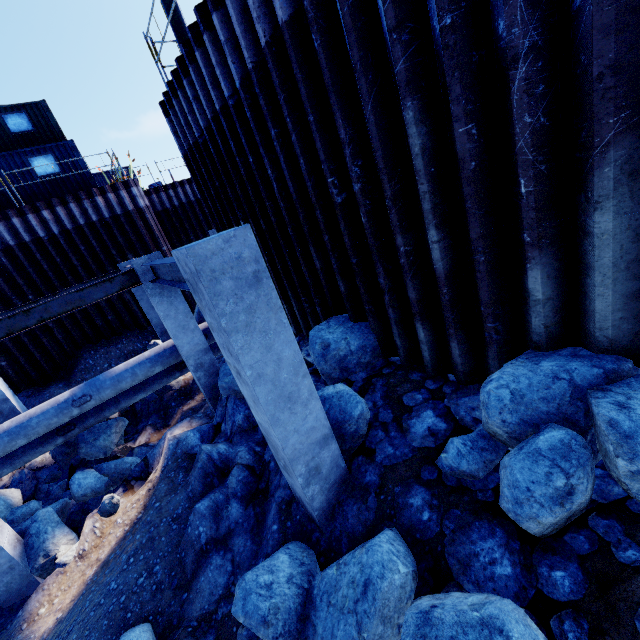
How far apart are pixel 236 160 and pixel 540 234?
5.76m

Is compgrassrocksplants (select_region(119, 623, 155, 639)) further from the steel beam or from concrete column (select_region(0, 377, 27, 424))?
concrete column (select_region(0, 377, 27, 424))

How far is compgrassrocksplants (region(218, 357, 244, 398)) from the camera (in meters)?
→ 6.87

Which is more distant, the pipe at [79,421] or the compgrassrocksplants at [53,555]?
the pipe at [79,421]

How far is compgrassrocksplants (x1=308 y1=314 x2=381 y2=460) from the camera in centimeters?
418cm

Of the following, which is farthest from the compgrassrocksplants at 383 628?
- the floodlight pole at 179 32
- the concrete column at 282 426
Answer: the floodlight pole at 179 32

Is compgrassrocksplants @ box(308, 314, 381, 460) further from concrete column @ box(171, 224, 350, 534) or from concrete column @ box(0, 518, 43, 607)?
concrete column @ box(0, 518, 43, 607)

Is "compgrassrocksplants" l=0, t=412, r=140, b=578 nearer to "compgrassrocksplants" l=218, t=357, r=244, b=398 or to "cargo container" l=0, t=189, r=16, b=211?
"compgrassrocksplants" l=218, t=357, r=244, b=398
